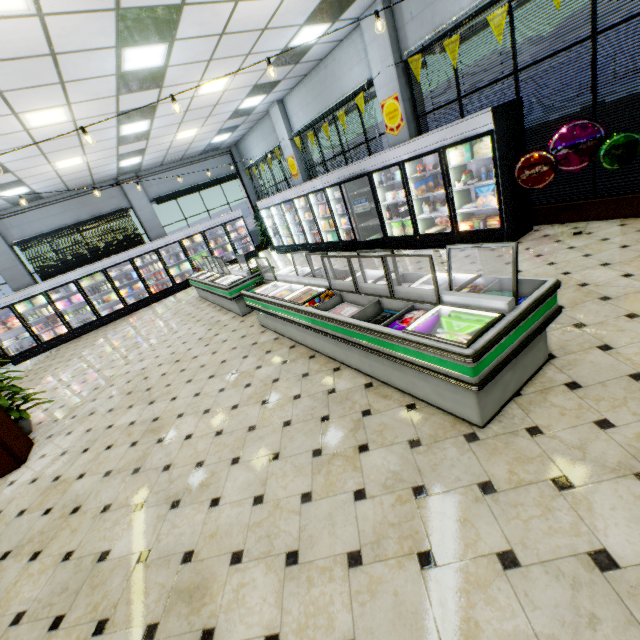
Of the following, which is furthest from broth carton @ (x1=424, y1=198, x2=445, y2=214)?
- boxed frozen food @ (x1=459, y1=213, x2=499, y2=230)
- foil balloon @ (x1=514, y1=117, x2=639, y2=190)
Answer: foil balloon @ (x1=514, y1=117, x2=639, y2=190)

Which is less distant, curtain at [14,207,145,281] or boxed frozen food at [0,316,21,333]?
boxed frozen food at [0,316,21,333]

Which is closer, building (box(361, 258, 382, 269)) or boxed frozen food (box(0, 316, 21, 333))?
building (box(361, 258, 382, 269))

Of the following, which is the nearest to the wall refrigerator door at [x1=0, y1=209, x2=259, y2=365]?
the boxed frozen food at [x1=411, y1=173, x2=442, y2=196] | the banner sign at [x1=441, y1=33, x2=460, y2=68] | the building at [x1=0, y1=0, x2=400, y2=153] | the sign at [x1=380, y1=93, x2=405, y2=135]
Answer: the building at [x1=0, y1=0, x2=400, y2=153]

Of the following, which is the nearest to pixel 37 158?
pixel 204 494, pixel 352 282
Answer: pixel 352 282

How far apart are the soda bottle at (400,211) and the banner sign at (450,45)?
2.4m

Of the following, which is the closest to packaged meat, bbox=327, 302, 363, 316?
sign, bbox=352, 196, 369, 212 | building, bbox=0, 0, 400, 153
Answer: building, bbox=0, 0, 400, 153

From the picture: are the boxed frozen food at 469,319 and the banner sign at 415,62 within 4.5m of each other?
no
